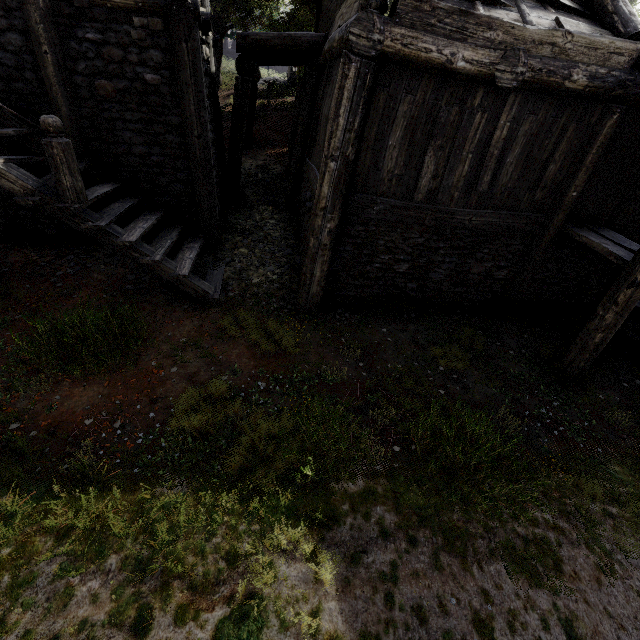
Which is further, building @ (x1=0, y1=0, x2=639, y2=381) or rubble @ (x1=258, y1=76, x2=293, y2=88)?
rubble @ (x1=258, y1=76, x2=293, y2=88)

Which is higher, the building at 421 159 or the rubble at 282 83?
the rubble at 282 83

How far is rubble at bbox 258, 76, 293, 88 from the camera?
20.4m

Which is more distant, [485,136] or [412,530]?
[485,136]

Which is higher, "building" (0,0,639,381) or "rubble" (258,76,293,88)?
"rubble" (258,76,293,88)

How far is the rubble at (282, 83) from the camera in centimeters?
2036cm
